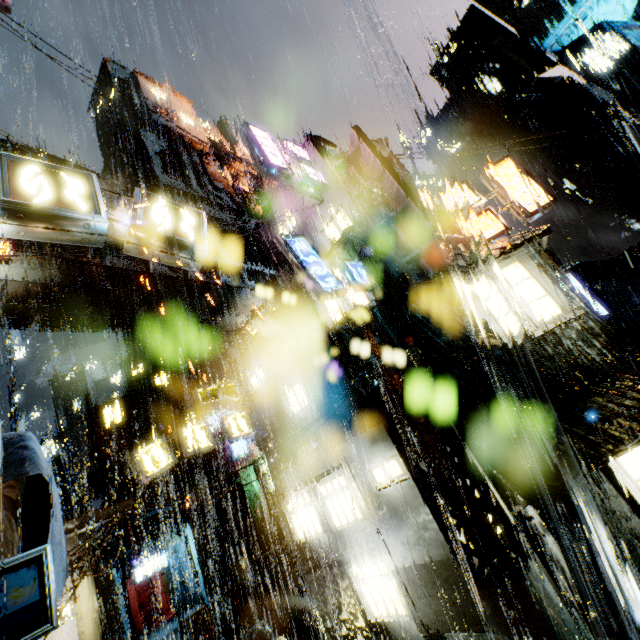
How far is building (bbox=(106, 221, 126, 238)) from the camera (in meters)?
20.85

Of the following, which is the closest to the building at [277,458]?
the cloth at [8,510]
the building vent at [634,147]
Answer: the cloth at [8,510]

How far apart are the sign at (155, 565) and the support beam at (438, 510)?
28.3m

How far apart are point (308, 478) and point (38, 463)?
11.82m

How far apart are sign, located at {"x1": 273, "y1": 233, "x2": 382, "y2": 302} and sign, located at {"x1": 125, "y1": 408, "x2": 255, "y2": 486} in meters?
9.5

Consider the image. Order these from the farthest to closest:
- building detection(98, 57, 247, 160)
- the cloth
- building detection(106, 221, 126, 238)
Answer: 1. building detection(98, 57, 247, 160)
2. building detection(106, 221, 126, 238)
3. the cloth

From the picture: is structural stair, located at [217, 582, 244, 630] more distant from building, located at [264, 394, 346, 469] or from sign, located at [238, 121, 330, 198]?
sign, located at [238, 121, 330, 198]

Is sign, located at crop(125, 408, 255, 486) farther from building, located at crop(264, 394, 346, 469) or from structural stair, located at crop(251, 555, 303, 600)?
structural stair, located at crop(251, 555, 303, 600)
